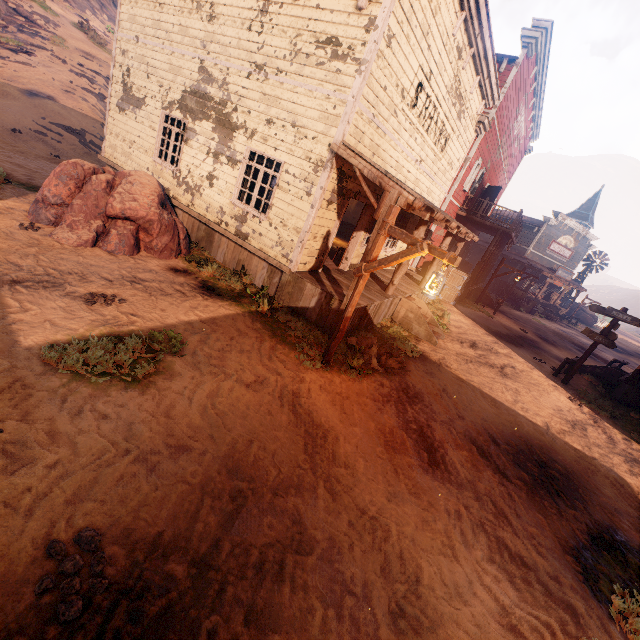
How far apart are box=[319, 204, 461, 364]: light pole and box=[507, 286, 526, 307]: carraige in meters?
24.9 m

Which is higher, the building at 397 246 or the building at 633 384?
the building at 397 246

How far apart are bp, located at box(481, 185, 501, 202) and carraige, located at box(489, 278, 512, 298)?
8.16m

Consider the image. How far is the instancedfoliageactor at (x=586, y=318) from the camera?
40.41m

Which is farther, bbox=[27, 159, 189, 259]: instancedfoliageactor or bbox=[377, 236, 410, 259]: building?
bbox=[377, 236, 410, 259]: building

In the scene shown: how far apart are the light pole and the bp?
18.7m

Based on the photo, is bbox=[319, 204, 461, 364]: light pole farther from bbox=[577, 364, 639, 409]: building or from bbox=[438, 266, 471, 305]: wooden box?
bbox=[438, 266, 471, 305]: wooden box

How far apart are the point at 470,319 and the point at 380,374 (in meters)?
11.28
